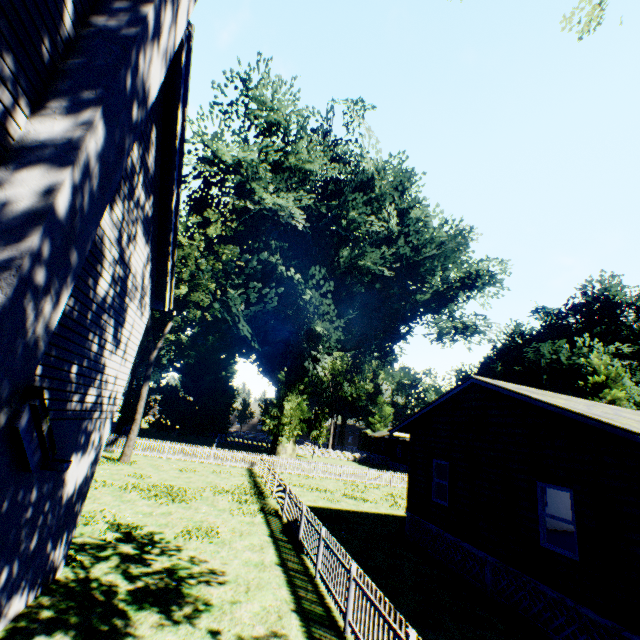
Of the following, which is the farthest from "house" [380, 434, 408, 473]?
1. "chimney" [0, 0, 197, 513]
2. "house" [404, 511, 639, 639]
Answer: "chimney" [0, 0, 197, 513]

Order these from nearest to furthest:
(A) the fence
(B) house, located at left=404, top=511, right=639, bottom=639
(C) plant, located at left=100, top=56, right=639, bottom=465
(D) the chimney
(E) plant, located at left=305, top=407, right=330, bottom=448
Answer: (D) the chimney < (A) the fence < (B) house, located at left=404, top=511, right=639, bottom=639 < (C) plant, located at left=100, top=56, right=639, bottom=465 < (E) plant, located at left=305, top=407, right=330, bottom=448

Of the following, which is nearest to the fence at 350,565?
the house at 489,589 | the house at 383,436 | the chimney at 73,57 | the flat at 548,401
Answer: the house at 383,436

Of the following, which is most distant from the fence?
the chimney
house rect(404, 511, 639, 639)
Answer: the chimney

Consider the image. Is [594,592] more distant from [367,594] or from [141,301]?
[141,301]

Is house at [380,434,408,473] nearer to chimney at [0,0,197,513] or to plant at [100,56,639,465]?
plant at [100,56,639,465]

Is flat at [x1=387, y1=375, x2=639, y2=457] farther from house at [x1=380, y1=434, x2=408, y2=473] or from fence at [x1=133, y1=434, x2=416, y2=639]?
house at [x1=380, y1=434, x2=408, y2=473]

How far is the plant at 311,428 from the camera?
45.3m
